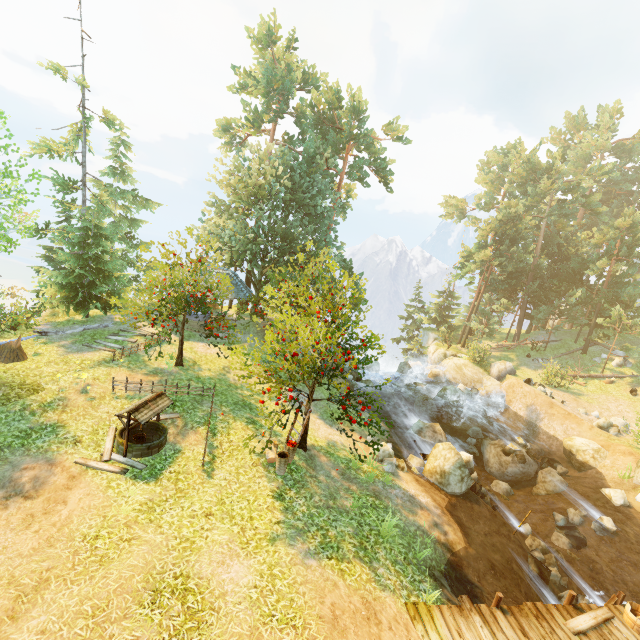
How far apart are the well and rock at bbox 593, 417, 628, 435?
26.78m

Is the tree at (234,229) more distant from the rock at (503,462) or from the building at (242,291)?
the rock at (503,462)

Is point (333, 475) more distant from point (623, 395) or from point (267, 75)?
point (267, 75)

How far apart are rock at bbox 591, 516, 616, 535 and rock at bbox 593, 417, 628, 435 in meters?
10.3 m

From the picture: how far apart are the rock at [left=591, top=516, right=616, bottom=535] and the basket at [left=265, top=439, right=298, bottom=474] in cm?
1373

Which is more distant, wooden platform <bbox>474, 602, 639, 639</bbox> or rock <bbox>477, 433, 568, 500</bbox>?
rock <bbox>477, 433, 568, 500</bbox>

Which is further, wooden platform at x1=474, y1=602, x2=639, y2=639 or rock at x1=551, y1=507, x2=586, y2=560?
rock at x1=551, y1=507, x2=586, y2=560

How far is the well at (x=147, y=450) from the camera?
10.3 meters
